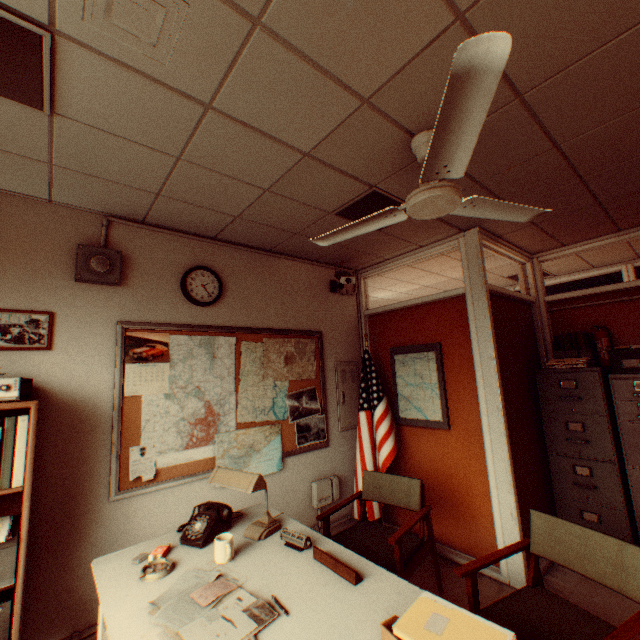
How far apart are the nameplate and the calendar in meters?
1.8 m

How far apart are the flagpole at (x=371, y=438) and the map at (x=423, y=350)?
0.1 meters

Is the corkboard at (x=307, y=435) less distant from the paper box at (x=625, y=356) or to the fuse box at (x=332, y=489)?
the fuse box at (x=332, y=489)

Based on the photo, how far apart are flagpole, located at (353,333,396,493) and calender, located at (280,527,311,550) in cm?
191

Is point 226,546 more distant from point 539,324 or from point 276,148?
point 539,324

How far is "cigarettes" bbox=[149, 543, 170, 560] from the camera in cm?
Result: 196

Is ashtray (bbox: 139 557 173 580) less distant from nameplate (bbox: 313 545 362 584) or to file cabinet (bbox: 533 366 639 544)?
nameplate (bbox: 313 545 362 584)

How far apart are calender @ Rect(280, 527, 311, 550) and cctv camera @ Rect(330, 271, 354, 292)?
2.71m
